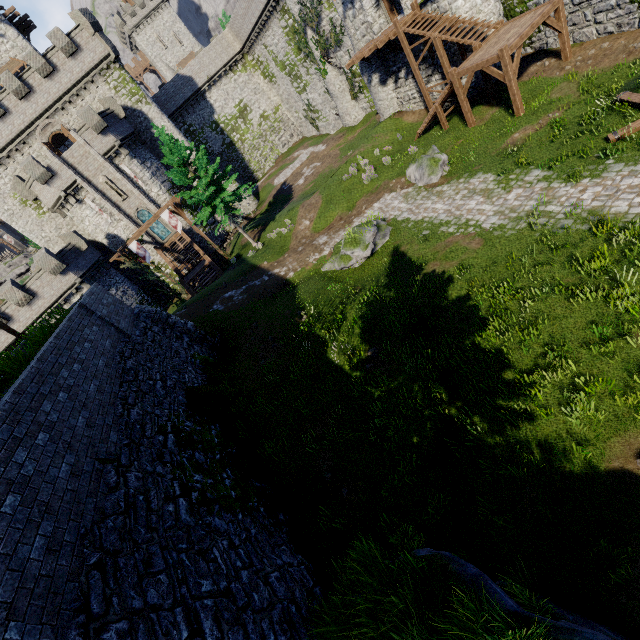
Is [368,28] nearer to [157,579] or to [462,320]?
[462,320]

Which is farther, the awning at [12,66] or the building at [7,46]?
the awning at [12,66]

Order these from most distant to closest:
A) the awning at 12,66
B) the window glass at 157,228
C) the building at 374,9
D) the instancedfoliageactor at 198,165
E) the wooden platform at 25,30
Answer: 1. the wooden platform at 25,30
2. the awning at 12,66
3. the window glass at 157,228
4. the instancedfoliageactor at 198,165
5. the building at 374,9

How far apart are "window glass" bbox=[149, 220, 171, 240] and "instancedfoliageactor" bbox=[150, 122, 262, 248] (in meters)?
13.05

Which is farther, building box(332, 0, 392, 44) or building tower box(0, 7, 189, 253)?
building tower box(0, 7, 189, 253)

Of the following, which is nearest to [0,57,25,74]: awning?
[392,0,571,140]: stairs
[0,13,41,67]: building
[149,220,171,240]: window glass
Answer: [0,13,41,67]: building

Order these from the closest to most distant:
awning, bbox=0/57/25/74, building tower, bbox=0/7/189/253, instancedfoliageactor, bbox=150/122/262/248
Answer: instancedfoliageactor, bbox=150/122/262/248 < building tower, bbox=0/7/189/253 < awning, bbox=0/57/25/74

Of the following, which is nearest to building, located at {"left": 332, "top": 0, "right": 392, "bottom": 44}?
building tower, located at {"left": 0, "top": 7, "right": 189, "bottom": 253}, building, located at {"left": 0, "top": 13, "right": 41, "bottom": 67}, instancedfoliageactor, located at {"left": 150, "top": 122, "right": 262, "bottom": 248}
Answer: instancedfoliageactor, located at {"left": 150, "top": 122, "right": 262, "bottom": 248}
